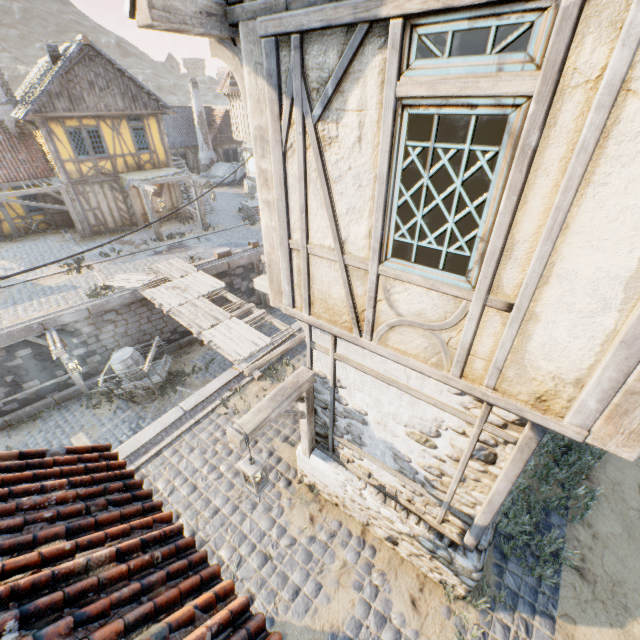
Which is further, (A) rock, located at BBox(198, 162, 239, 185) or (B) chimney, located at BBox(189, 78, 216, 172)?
(A) rock, located at BBox(198, 162, 239, 185)

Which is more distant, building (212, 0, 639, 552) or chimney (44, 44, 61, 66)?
chimney (44, 44, 61, 66)

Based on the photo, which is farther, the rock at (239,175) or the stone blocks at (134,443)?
the rock at (239,175)

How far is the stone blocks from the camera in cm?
707

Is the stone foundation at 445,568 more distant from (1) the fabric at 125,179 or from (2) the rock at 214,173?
(1) the fabric at 125,179

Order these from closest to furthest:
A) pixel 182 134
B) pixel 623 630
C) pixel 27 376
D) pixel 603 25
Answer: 1. pixel 603 25
2. pixel 623 630
3. pixel 27 376
4. pixel 182 134

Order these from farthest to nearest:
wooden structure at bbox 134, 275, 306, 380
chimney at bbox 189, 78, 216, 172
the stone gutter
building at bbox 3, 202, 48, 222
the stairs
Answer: chimney at bbox 189, 78, 216, 172, the stairs, building at bbox 3, 202, 48, 222, wooden structure at bbox 134, 275, 306, 380, the stone gutter

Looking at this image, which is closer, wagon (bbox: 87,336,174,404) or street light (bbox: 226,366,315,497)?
street light (bbox: 226,366,315,497)
